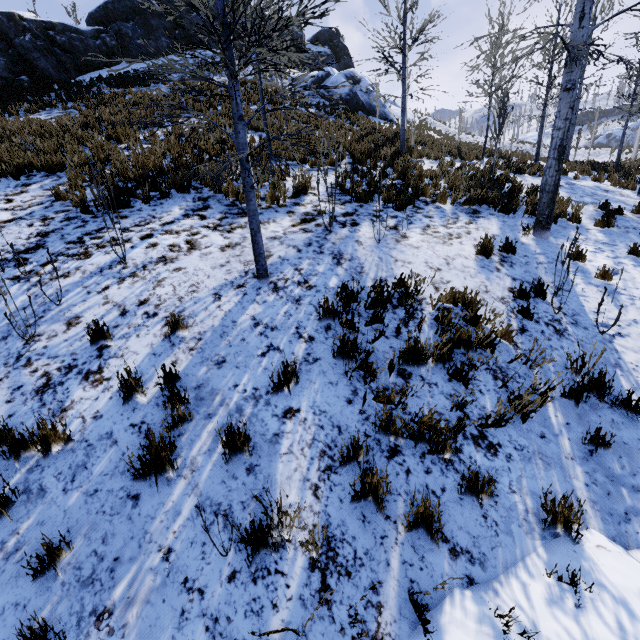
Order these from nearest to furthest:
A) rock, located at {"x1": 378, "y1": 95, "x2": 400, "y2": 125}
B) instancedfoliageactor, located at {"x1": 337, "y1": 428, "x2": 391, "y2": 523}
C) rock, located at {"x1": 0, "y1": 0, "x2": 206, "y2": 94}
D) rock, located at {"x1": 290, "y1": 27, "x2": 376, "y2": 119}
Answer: instancedfoliageactor, located at {"x1": 337, "y1": 428, "x2": 391, "y2": 523} → rock, located at {"x1": 0, "y1": 0, "x2": 206, "y2": 94} → rock, located at {"x1": 290, "y1": 27, "x2": 376, "y2": 119} → rock, located at {"x1": 378, "y1": 95, "x2": 400, "y2": 125}

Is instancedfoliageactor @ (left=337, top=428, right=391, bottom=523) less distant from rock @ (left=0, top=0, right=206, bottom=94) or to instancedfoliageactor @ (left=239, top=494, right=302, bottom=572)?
instancedfoliageactor @ (left=239, top=494, right=302, bottom=572)

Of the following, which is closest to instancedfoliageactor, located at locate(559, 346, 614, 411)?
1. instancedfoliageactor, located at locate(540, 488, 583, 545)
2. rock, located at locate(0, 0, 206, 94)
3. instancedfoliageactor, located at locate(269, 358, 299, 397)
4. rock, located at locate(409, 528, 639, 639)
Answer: rock, located at locate(409, 528, 639, 639)

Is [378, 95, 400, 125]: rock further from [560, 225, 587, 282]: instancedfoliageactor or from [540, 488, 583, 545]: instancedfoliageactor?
[540, 488, 583, 545]: instancedfoliageactor

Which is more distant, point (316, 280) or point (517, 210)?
point (517, 210)

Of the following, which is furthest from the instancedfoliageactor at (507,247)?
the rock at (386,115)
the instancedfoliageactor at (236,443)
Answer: the rock at (386,115)

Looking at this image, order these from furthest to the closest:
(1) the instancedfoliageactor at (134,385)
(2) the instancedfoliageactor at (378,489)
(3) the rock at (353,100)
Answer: (3) the rock at (353,100) → (1) the instancedfoliageactor at (134,385) → (2) the instancedfoliageactor at (378,489)
